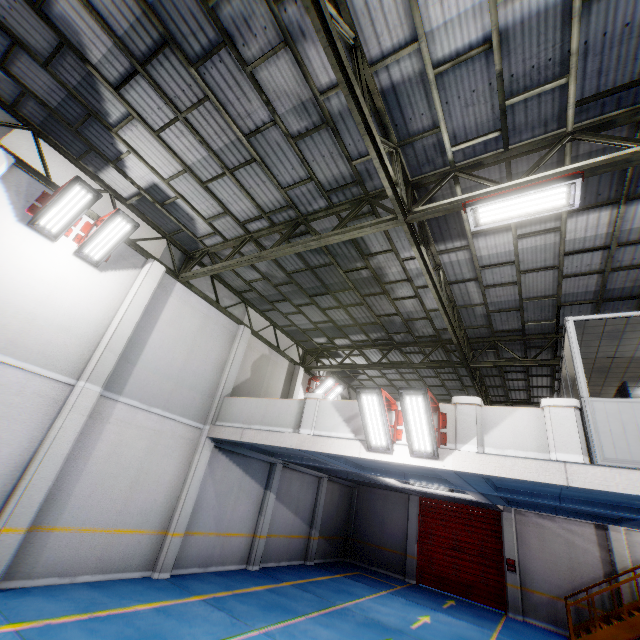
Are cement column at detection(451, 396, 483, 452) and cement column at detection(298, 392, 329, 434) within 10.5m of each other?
yes

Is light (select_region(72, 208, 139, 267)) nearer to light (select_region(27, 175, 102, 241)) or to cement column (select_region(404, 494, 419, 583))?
light (select_region(27, 175, 102, 241))

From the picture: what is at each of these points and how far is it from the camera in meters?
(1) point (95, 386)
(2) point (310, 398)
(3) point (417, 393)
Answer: (1) cement column, 8.0
(2) cement column, 9.3
(3) light, 6.6

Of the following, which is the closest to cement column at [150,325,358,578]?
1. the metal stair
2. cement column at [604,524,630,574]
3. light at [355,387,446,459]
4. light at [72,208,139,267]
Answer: light at [72,208,139,267]

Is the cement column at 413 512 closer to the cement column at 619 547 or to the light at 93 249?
the cement column at 619 547

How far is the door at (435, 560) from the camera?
14.3 meters

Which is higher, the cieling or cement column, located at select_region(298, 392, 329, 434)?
the cieling

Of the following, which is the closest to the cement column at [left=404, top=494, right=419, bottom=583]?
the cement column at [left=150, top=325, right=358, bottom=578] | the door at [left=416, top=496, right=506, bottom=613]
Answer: the door at [left=416, top=496, right=506, bottom=613]
